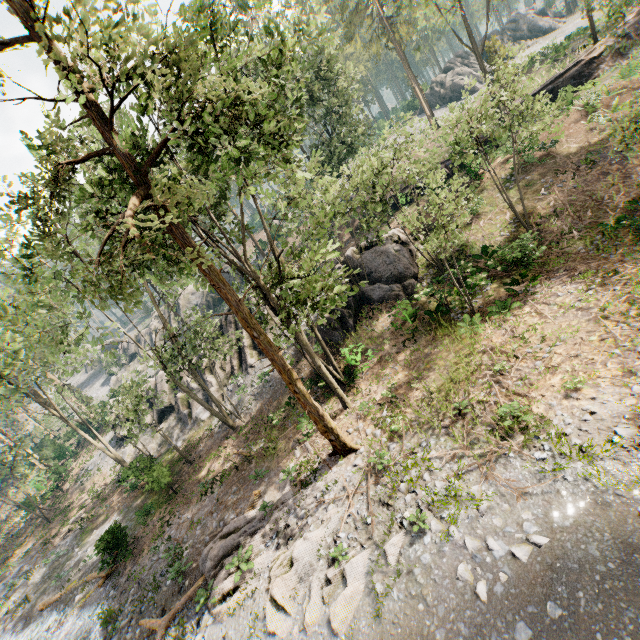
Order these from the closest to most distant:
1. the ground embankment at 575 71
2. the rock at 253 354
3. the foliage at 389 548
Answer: the foliage at 389 548
the ground embankment at 575 71
the rock at 253 354

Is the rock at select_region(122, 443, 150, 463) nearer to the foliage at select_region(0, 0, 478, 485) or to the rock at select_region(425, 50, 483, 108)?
the foliage at select_region(0, 0, 478, 485)

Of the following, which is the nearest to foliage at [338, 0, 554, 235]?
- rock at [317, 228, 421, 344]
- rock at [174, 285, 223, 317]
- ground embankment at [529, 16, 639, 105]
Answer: ground embankment at [529, 16, 639, 105]

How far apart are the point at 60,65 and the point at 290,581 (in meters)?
16.92

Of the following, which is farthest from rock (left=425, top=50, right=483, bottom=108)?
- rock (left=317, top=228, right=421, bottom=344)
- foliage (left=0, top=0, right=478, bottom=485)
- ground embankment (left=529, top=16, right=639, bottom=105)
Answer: rock (left=317, top=228, right=421, bottom=344)

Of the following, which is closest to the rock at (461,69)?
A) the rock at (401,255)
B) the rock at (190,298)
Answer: the rock at (401,255)

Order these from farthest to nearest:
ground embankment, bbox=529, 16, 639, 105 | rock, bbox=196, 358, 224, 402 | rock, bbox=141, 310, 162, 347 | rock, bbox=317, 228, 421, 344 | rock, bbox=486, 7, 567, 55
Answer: rock, bbox=141, 310, 162, 347
rock, bbox=486, 7, 567, 55
rock, bbox=196, 358, 224, 402
ground embankment, bbox=529, 16, 639, 105
rock, bbox=317, 228, 421, 344

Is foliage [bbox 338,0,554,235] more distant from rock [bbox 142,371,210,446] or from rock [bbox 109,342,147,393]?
rock [bbox 109,342,147,393]
